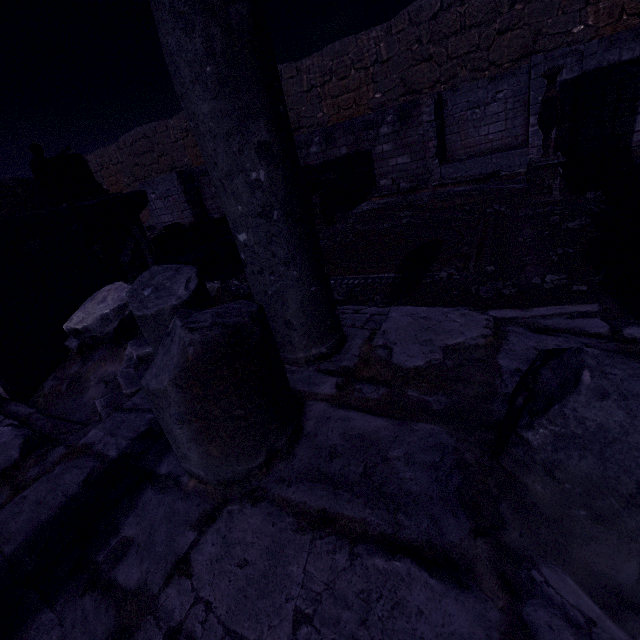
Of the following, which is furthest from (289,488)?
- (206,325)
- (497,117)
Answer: (497,117)

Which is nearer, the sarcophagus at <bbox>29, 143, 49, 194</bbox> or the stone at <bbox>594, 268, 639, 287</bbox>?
the stone at <bbox>594, 268, 639, 287</bbox>

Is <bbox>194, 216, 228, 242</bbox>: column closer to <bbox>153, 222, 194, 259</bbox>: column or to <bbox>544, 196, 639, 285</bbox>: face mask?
<bbox>153, 222, 194, 259</bbox>: column

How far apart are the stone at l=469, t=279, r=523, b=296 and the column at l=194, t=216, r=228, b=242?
7.21m

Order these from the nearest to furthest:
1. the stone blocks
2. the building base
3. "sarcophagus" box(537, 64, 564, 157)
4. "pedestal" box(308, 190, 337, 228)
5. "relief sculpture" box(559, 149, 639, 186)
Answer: the building base, "sarcophagus" box(537, 64, 564, 157), "relief sculpture" box(559, 149, 639, 186), "pedestal" box(308, 190, 337, 228), the stone blocks

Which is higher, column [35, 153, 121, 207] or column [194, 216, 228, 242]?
column [35, 153, 121, 207]

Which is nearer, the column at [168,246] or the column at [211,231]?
the column at [168,246]

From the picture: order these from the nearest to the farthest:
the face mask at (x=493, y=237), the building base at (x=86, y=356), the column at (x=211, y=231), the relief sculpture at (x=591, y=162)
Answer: the building base at (x=86, y=356), the face mask at (x=493, y=237), the relief sculpture at (x=591, y=162), the column at (x=211, y=231)
